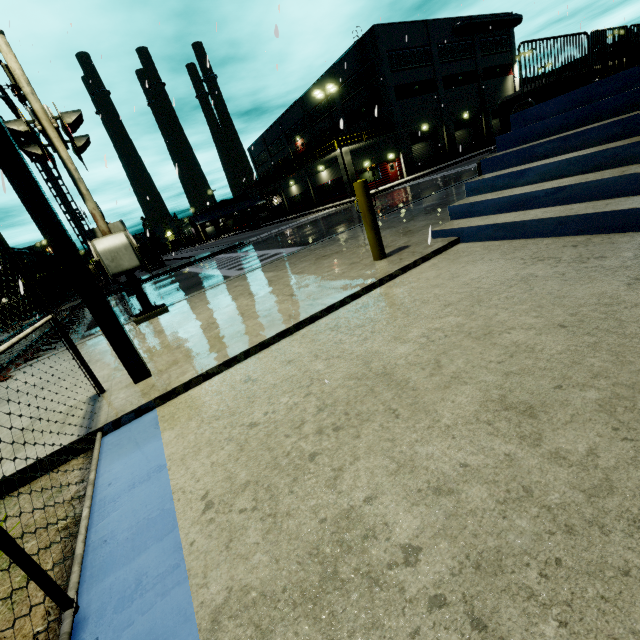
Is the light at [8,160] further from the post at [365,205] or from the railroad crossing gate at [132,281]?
the post at [365,205]

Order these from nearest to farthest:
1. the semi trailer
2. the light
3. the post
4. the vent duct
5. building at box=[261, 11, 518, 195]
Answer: the light → the post → building at box=[261, 11, 518, 195] → the vent duct → the semi trailer

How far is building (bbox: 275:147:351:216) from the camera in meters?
34.7

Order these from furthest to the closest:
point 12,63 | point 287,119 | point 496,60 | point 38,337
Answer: point 287,119 → point 496,60 → point 38,337 → point 12,63

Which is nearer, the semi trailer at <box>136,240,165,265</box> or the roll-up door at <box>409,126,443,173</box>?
the roll-up door at <box>409,126,443,173</box>

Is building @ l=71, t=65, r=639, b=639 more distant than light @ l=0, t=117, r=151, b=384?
No

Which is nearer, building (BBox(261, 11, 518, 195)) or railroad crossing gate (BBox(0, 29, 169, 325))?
railroad crossing gate (BBox(0, 29, 169, 325))

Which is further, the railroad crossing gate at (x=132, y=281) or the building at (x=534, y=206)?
the railroad crossing gate at (x=132, y=281)
